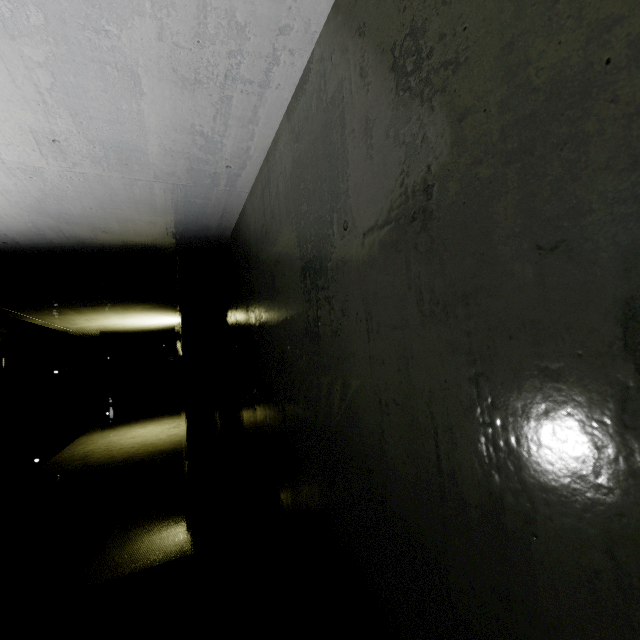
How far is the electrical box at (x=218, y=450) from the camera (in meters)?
3.97

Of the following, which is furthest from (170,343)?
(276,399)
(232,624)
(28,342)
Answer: (276,399)

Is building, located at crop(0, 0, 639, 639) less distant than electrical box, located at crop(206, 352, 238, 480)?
Yes

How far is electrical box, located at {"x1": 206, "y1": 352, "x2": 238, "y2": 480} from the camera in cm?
397

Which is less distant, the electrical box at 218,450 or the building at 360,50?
the building at 360,50
